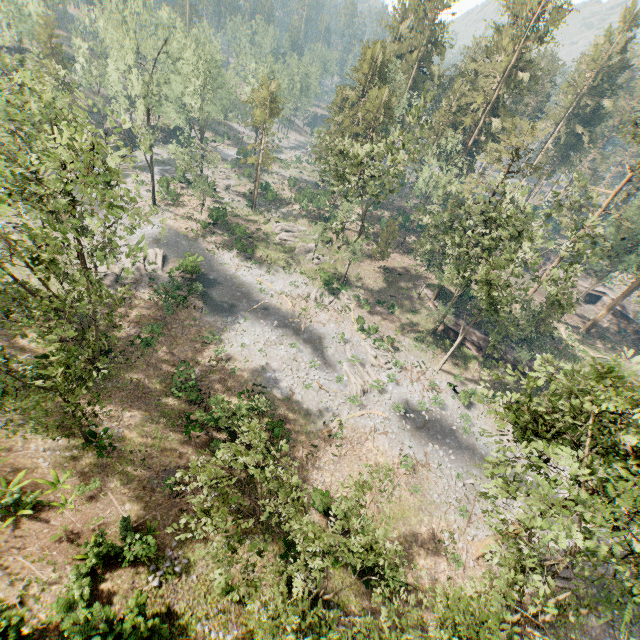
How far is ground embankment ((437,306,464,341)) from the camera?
40.34m

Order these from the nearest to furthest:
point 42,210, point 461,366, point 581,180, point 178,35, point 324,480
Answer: point 42,210 → point 324,480 → point 581,180 → point 178,35 → point 461,366

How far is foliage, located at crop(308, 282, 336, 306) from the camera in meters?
40.5 m

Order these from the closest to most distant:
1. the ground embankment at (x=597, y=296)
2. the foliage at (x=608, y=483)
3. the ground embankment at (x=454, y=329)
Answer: the foliage at (x=608, y=483) < the ground embankment at (x=454, y=329) < the ground embankment at (x=597, y=296)

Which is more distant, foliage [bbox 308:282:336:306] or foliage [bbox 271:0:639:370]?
foliage [bbox 308:282:336:306]

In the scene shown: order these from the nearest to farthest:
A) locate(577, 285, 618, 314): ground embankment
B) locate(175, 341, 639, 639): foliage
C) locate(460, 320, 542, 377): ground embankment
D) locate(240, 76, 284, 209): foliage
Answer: locate(175, 341, 639, 639): foliage < locate(460, 320, 542, 377): ground embankment < locate(240, 76, 284, 209): foliage < locate(577, 285, 618, 314): ground embankment

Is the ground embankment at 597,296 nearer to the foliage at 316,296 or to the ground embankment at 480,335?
Result: the foliage at 316,296

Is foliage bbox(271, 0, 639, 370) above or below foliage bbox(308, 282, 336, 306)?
above
